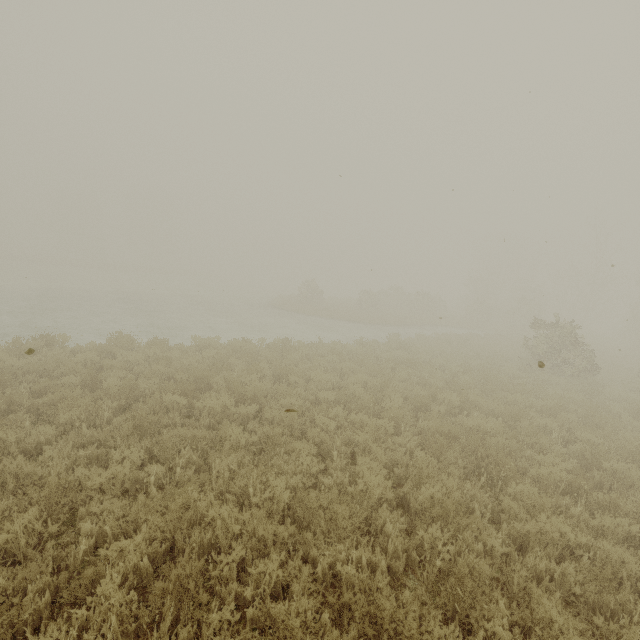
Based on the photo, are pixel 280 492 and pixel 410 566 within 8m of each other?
yes
